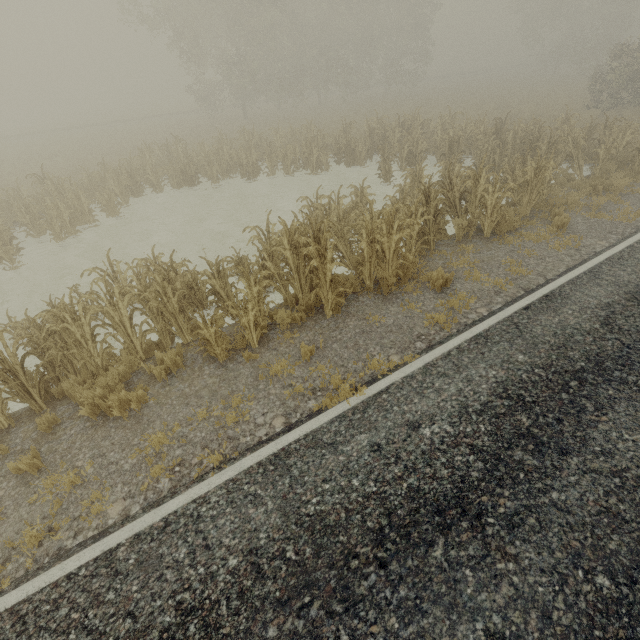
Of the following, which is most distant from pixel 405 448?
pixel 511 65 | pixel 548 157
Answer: pixel 511 65

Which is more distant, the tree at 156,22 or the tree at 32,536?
the tree at 156,22

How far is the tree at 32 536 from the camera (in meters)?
3.82

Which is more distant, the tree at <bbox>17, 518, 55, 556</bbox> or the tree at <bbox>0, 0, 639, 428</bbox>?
the tree at <bbox>0, 0, 639, 428</bbox>

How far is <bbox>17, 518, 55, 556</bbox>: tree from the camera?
3.8m
